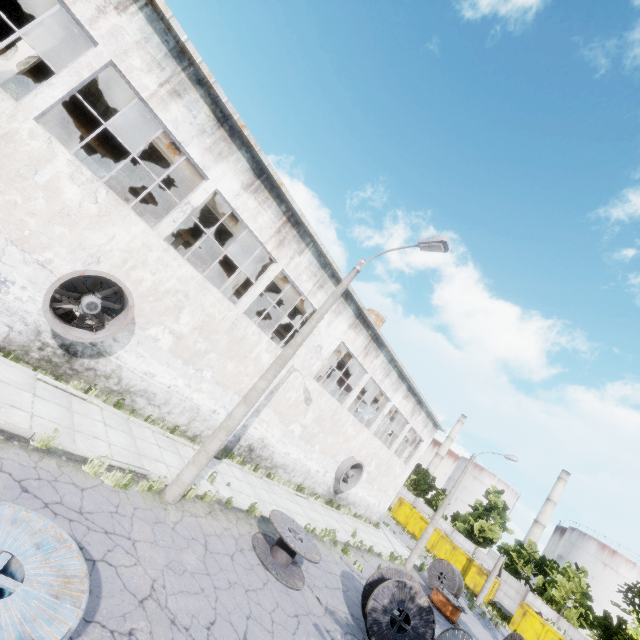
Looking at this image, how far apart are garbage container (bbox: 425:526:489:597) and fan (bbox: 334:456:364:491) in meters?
21.7

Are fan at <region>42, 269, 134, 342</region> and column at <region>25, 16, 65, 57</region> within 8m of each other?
yes

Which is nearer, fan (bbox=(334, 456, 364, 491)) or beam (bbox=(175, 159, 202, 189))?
beam (bbox=(175, 159, 202, 189))

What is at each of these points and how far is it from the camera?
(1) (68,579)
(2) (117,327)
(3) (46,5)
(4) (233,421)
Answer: (1) wire spool, 3.82m
(2) fan, 10.16m
(3) beam, 9.61m
(4) lamp post, 9.05m

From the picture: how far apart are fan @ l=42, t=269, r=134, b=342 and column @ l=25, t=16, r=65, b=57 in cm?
487

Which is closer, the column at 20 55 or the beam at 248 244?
the column at 20 55

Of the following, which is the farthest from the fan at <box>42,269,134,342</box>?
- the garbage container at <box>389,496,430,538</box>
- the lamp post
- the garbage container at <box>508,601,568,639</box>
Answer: the garbage container at <box>508,601,568,639</box>

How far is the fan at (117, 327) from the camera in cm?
899
